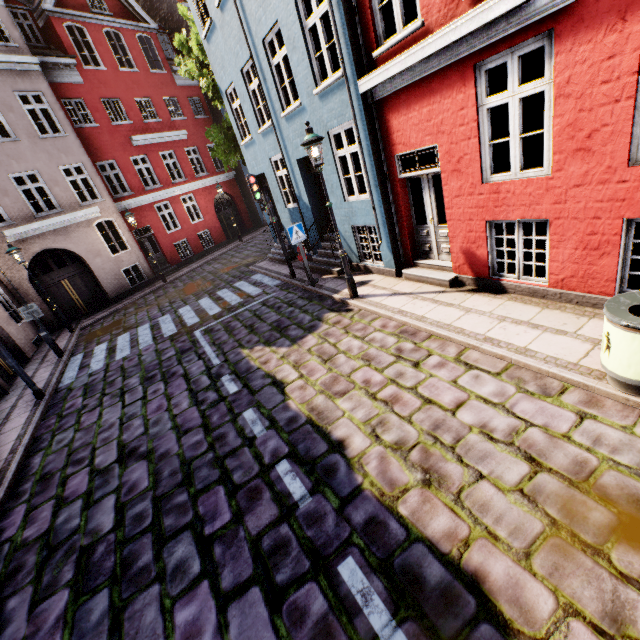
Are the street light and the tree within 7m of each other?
no

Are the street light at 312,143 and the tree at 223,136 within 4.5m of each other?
no

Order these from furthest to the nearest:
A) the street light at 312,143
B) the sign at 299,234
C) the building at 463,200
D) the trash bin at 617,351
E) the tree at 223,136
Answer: the tree at 223,136 → the sign at 299,234 → the street light at 312,143 → the building at 463,200 → the trash bin at 617,351

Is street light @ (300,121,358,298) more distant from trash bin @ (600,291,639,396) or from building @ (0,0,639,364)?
trash bin @ (600,291,639,396)

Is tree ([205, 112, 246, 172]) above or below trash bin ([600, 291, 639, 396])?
above

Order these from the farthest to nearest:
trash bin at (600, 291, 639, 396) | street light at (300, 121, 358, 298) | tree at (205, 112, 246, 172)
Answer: tree at (205, 112, 246, 172), street light at (300, 121, 358, 298), trash bin at (600, 291, 639, 396)

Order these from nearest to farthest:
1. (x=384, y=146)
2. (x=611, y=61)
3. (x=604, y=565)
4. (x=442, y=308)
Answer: (x=604, y=565)
(x=611, y=61)
(x=442, y=308)
(x=384, y=146)

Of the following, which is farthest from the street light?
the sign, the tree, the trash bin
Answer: the tree
